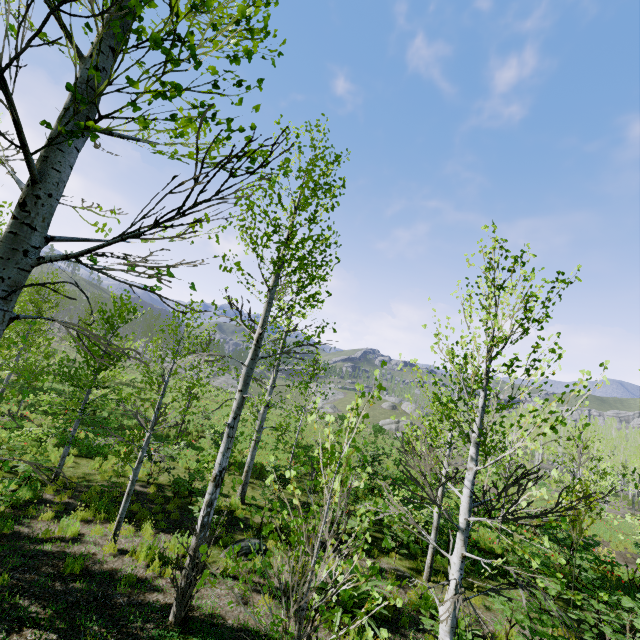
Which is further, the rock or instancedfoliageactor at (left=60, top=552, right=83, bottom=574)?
the rock

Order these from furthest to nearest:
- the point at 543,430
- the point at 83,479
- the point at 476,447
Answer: the point at 543,430, the point at 83,479, the point at 476,447

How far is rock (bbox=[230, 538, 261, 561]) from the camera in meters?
8.2

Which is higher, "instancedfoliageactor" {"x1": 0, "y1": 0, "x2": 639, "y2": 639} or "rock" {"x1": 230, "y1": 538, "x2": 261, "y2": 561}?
"instancedfoliageactor" {"x1": 0, "y1": 0, "x2": 639, "y2": 639}

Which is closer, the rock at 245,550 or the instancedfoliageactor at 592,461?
the instancedfoliageactor at 592,461

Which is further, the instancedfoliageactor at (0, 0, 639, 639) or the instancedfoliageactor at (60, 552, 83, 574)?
the instancedfoliageactor at (60, 552, 83, 574)

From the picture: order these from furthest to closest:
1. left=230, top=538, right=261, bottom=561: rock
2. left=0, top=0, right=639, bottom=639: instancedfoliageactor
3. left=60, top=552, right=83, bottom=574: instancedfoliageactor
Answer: → left=230, top=538, right=261, bottom=561: rock → left=60, top=552, right=83, bottom=574: instancedfoliageactor → left=0, top=0, right=639, bottom=639: instancedfoliageactor
